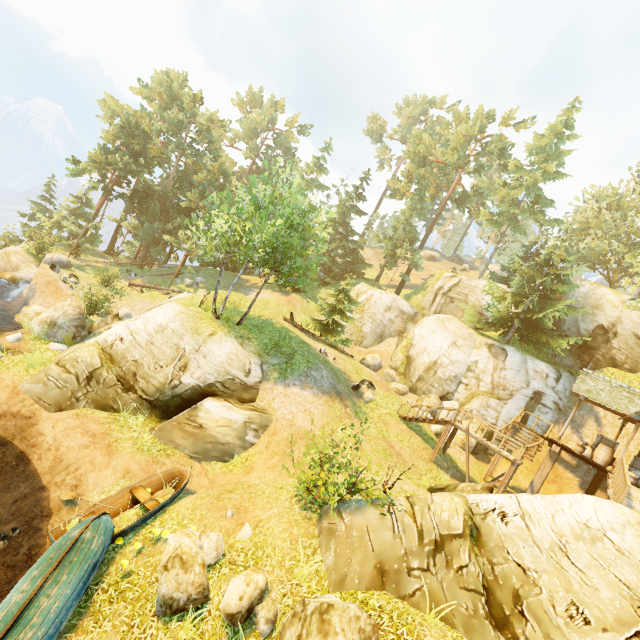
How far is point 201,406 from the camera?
14.59m

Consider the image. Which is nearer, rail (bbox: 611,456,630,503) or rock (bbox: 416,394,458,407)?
rail (bbox: 611,456,630,503)

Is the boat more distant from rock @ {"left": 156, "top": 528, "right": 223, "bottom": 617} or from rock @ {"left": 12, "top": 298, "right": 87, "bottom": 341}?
rock @ {"left": 12, "top": 298, "right": 87, "bottom": 341}

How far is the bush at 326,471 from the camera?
8.5m

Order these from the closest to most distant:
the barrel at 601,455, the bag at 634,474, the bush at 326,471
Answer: the bush at 326,471 → the bag at 634,474 → the barrel at 601,455

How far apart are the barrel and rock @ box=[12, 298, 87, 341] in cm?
2866

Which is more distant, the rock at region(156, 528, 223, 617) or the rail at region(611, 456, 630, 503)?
the rail at region(611, 456, 630, 503)

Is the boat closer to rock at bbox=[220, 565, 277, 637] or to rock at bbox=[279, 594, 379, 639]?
rock at bbox=[220, 565, 277, 637]
